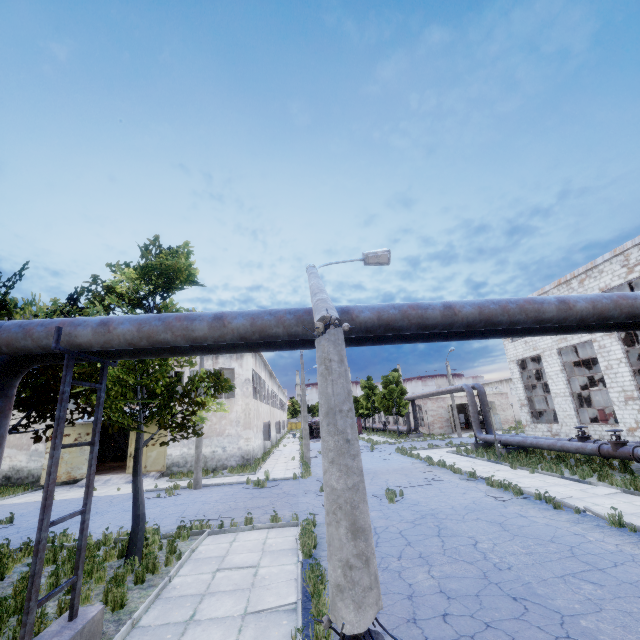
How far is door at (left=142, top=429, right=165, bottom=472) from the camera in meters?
24.2

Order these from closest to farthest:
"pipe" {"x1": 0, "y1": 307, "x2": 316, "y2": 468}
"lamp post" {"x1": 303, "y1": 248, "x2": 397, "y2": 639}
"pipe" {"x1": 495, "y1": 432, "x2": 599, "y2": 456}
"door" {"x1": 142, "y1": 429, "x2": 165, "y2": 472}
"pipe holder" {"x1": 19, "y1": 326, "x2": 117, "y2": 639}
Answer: "lamp post" {"x1": 303, "y1": 248, "x2": 397, "y2": 639} → "pipe holder" {"x1": 19, "y1": 326, "x2": 117, "y2": 639} → "pipe" {"x1": 0, "y1": 307, "x2": 316, "y2": 468} → "pipe" {"x1": 495, "y1": 432, "x2": 599, "y2": 456} → "door" {"x1": 142, "y1": 429, "x2": 165, "y2": 472}

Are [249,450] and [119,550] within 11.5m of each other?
no

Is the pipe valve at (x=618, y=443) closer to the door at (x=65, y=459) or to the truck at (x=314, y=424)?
the door at (x=65, y=459)

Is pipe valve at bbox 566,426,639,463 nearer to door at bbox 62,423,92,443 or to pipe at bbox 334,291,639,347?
pipe at bbox 334,291,639,347

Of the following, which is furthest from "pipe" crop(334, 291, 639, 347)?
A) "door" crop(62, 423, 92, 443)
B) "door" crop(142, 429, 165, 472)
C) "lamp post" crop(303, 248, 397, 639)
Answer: "door" crop(142, 429, 165, 472)

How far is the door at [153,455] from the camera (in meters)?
24.22

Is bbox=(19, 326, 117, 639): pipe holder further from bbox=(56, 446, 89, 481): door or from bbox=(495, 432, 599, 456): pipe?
bbox=(56, 446, 89, 481): door
